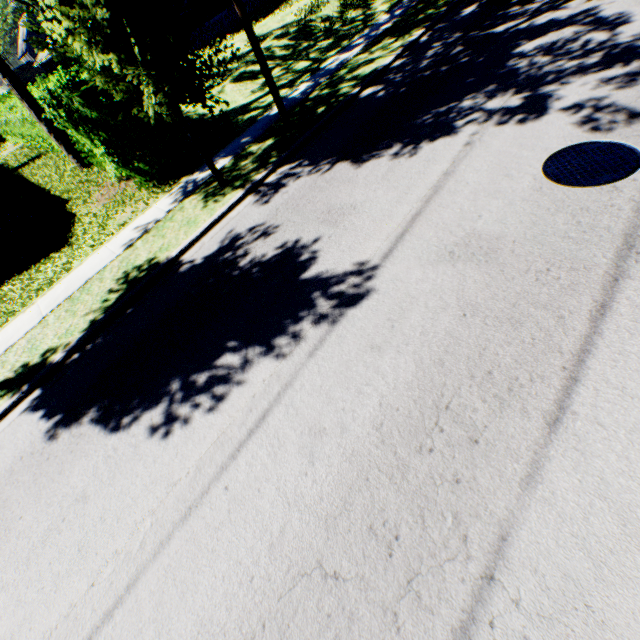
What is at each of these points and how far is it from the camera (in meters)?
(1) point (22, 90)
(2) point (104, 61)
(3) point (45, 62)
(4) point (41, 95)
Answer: (1) tree, 10.89
(2) tree, 6.11
(3) house, 47.62
(4) hedge, 12.77

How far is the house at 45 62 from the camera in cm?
4275

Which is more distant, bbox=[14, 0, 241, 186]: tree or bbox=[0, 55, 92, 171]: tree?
bbox=[0, 55, 92, 171]: tree

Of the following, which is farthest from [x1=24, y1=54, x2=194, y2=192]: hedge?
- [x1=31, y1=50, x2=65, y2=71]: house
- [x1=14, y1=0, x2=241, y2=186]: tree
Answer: [x1=31, y1=50, x2=65, y2=71]: house

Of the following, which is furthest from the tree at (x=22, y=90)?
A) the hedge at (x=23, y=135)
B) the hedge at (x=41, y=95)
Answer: the hedge at (x=23, y=135)

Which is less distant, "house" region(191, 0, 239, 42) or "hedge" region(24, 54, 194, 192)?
"hedge" region(24, 54, 194, 192)

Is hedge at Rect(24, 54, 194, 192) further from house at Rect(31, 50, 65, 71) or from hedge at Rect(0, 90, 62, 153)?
house at Rect(31, 50, 65, 71)

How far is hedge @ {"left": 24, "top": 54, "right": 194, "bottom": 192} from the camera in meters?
8.6
